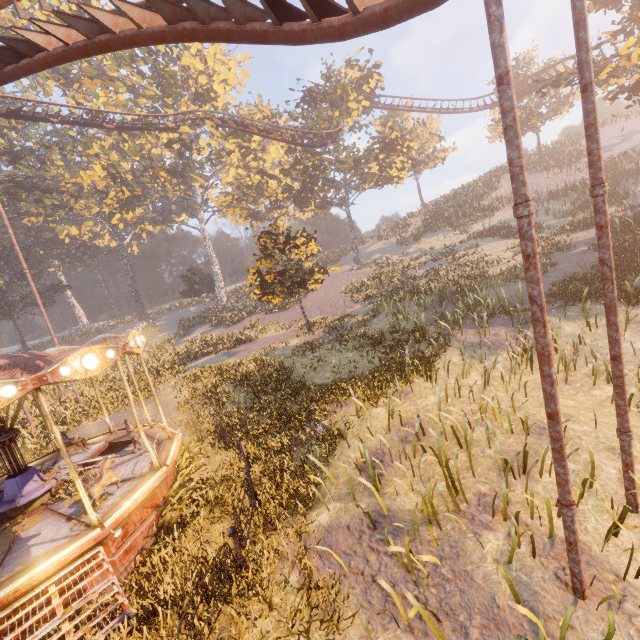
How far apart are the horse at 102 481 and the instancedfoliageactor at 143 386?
13.12m

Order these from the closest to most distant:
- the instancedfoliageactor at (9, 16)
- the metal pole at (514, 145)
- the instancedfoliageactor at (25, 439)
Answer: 1. the metal pole at (514, 145)
2. the instancedfoliageactor at (25, 439)
3. the instancedfoliageactor at (9, 16)

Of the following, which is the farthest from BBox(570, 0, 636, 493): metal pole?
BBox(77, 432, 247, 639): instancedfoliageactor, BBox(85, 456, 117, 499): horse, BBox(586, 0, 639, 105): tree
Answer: BBox(586, 0, 639, 105): tree

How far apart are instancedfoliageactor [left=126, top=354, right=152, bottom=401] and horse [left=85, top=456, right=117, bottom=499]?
13.1 meters

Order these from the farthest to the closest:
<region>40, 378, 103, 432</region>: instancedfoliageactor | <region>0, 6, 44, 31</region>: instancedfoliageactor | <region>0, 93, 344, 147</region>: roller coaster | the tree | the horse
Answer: <region>0, 6, 44, 31</region>: instancedfoliageactor < <region>0, 93, 344, 147</region>: roller coaster < <region>40, 378, 103, 432</region>: instancedfoliageactor < the tree < the horse

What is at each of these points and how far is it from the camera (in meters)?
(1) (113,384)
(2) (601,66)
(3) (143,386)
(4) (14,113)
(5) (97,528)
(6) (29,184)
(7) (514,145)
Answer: (1) instancedfoliageactor, 20.52
(2) tree, 17.45
(3) instancedfoliageactor, 19.03
(4) roller coaster, 23.08
(5) carousel, 6.90
(6) instancedfoliageactor, 53.31
(7) metal pole, 3.53

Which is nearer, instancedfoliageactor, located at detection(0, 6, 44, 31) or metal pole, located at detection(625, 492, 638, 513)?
metal pole, located at detection(625, 492, 638, 513)

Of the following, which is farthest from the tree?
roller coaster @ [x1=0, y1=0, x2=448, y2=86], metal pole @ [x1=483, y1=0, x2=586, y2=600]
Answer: metal pole @ [x1=483, y1=0, x2=586, y2=600]
